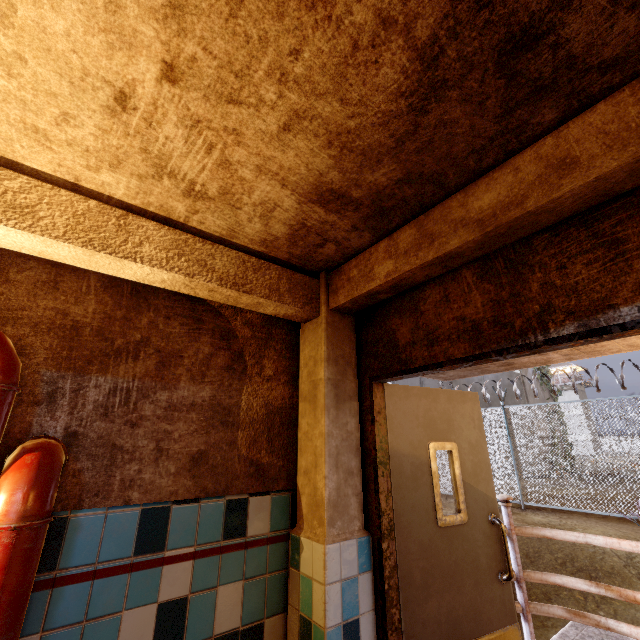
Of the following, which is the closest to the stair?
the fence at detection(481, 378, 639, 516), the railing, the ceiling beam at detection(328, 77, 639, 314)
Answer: the railing

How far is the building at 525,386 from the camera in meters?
16.5 m

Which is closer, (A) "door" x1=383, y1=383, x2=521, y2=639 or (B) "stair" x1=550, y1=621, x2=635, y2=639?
(A) "door" x1=383, y1=383, x2=521, y2=639

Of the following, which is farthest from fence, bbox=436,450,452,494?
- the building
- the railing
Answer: the railing

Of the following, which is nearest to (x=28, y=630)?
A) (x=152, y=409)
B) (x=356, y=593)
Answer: (x=152, y=409)

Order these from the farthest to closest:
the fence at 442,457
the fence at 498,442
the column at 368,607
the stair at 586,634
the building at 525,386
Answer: the building at 525,386
the fence at 442,457
the fence at 498,442
the stair at 586,634
the column at 368,607

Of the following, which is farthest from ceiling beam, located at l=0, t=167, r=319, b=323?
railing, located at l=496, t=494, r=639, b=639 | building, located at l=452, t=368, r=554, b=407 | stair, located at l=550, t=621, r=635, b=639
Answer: building, located at l=452, t=368, r=554, b=407

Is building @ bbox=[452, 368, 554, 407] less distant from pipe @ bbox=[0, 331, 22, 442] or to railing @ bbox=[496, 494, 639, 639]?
railing @ bbox=[496, 494, 639, 639]
